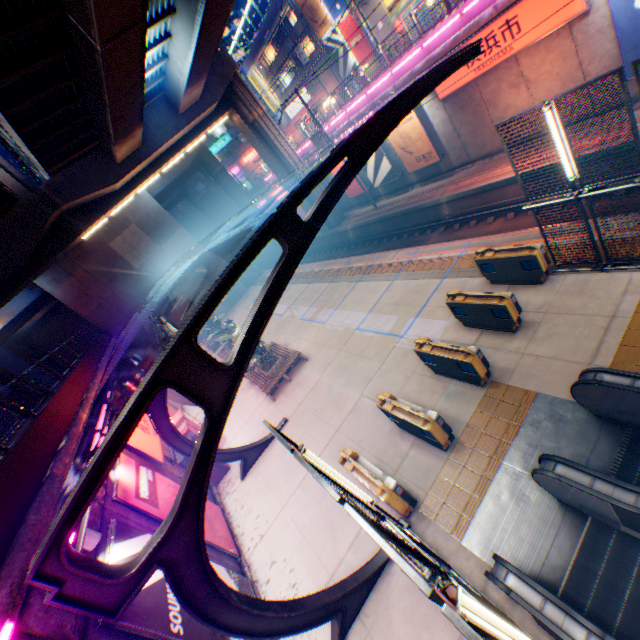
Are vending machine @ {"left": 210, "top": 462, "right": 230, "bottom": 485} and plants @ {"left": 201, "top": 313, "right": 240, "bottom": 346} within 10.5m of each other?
yes

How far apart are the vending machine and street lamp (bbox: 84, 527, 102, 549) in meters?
7.0

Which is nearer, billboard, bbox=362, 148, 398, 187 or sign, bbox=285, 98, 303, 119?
billboard, bbox=362, 148, 398, 187

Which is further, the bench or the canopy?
the bench

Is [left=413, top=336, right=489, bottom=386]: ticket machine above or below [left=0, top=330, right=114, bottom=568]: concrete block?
below

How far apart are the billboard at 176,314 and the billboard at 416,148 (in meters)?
22.94

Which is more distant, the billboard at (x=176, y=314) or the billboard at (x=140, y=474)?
the billboard at (x=176, y=314)

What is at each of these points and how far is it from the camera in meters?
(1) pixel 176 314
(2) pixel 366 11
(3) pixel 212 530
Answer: (1) billboard, 31.6
(2) building, 26.6
(3) billboard, 10.2
